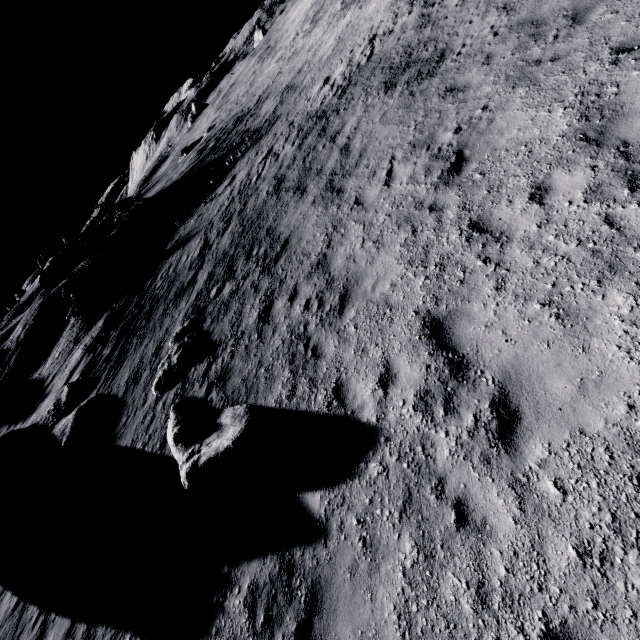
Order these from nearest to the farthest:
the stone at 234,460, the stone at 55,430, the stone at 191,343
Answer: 1. the stone at 234,460
2. the stone at 191,343
3. the stone at 55,430

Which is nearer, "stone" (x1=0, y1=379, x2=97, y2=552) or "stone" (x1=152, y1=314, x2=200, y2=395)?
"stone" (x1=152, y1=314, x2=200, y2=395)

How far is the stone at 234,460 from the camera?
6.3 meters

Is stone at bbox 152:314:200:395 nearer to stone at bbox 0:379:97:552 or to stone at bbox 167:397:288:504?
stone at bbox 167:397:288:504

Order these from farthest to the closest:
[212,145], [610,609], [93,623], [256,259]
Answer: [212,145] → [256,259] → [93,623] → [610,609]

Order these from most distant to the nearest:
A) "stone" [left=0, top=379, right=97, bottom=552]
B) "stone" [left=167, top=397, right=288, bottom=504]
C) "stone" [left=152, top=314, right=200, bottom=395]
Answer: "stone" [left=0, top=379, right=97, bottom=552] → "stone" [left=152, top=314, right=200, bottom=395] → "stone" [left=167, top=397, right=288, bottom=504]

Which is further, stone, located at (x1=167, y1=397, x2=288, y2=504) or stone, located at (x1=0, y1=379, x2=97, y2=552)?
stone, located at (x1=0, y1=379, x2=97, y2=552)
